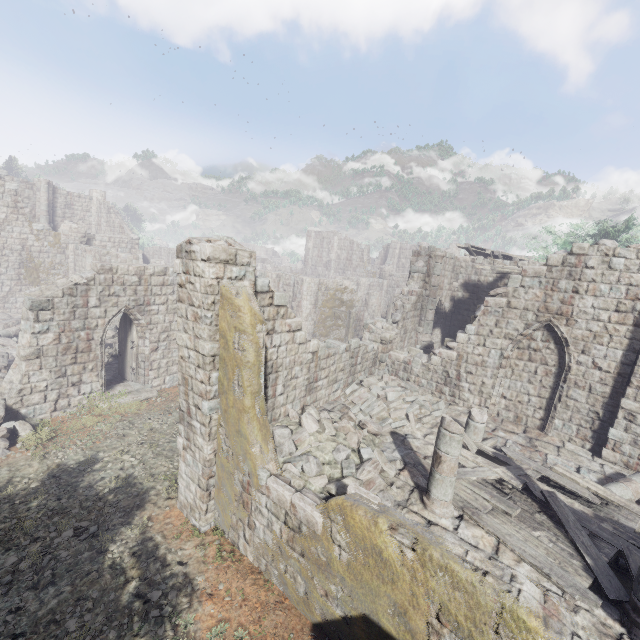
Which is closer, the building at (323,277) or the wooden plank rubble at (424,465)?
the building at (323,277)

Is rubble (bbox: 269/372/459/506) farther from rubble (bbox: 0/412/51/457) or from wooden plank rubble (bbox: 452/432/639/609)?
rubble (bbox: 0/412/51/457)

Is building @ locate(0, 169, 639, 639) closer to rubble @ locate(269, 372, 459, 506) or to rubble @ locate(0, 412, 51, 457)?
rubble @ locate(269, 372, 459, 506)

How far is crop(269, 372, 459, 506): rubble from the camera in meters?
7.9 m

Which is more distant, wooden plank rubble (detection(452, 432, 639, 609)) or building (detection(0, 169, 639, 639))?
wooden plank rubble (detection(452, 432, 639, 609))

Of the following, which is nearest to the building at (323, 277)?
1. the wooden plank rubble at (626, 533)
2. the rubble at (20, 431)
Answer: the wooden plank rubble at (626, 533)

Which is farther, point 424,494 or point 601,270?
point 601,270

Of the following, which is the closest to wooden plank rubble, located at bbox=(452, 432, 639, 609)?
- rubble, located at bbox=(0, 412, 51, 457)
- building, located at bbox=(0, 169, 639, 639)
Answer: building, located at bbox=(0, 169, 639, 639)
